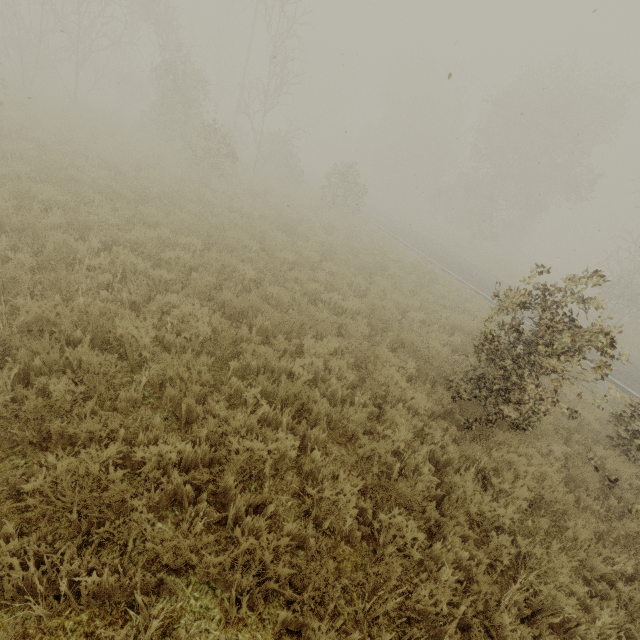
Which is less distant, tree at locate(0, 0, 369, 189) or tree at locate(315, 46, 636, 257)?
tree at locate(0, 0, 369, 189)

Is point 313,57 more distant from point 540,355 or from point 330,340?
point 540,355

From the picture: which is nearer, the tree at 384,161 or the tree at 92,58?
the tree at 92,58
